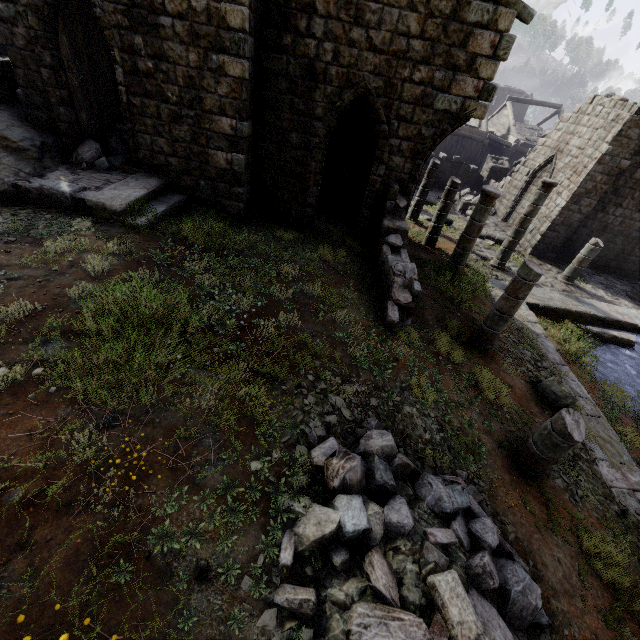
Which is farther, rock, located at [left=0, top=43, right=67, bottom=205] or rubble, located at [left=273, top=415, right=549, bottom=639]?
rock, located at [left=0, top=43, right=67, bottom=205]

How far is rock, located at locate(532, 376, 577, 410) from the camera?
7.82m

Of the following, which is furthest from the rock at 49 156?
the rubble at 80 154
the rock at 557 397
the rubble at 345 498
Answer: the rock at 557 397

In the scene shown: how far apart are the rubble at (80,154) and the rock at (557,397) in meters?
12.8 m

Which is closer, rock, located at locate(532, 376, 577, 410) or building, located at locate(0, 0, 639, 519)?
building, located at locate(0, 0, 639, 519)

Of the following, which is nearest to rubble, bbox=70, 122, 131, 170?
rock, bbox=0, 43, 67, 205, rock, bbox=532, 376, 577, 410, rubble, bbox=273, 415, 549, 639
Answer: rock, bbox=0, 43, 67, 205

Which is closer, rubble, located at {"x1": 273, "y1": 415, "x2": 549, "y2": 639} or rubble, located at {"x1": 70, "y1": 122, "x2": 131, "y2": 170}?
rubble, located at {"x1": 273, "y1": 415, "x2": 549, "y2": 639}

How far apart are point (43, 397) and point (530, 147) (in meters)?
36.40
